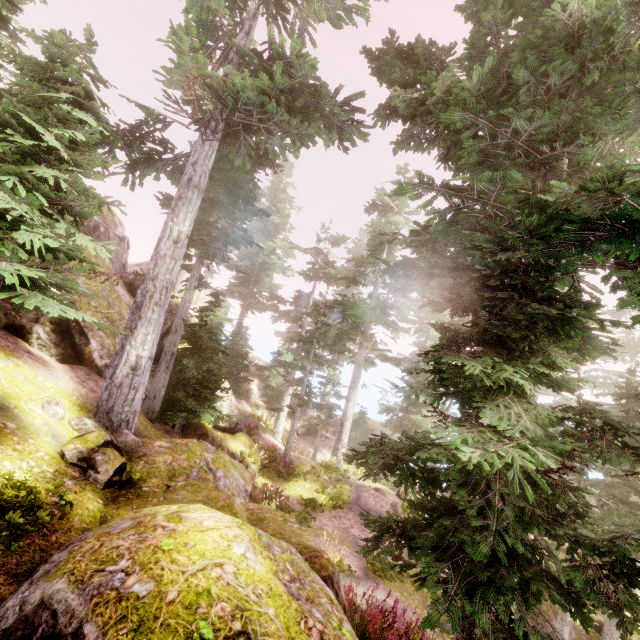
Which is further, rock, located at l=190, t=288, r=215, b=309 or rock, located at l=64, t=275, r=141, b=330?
rock, located at l=190, t=288, r=215, b=309

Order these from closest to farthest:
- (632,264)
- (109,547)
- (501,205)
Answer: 1. (109,547)
2. (632,264)
3. (501,205)

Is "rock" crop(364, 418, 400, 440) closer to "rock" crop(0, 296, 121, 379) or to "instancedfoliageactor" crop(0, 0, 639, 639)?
"instancedfoliageactor" crop(0, 0, 639, 639)

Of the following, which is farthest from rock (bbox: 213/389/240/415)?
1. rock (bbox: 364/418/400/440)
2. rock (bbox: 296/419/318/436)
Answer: rock (bbox: 364/418/400/440)

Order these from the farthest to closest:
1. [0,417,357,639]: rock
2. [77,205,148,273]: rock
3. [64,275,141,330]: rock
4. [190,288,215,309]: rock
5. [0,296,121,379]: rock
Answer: [190,288,215,309]: rock
[77,205,148,273]: rock
[64,275,141,330]: rock
[0,296,121,379]: rock
[0,417,357,639]: rock

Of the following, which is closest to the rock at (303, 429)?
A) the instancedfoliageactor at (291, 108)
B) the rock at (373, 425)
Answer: the instancedfoliageactor at (291, 108)

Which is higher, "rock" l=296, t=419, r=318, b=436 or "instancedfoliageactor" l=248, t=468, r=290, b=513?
"instancedfoliageactor" l=248, t=468, r=290, b=513

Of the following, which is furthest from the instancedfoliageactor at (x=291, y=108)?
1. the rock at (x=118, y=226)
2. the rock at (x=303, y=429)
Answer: the rock at (x=303, y=429)
